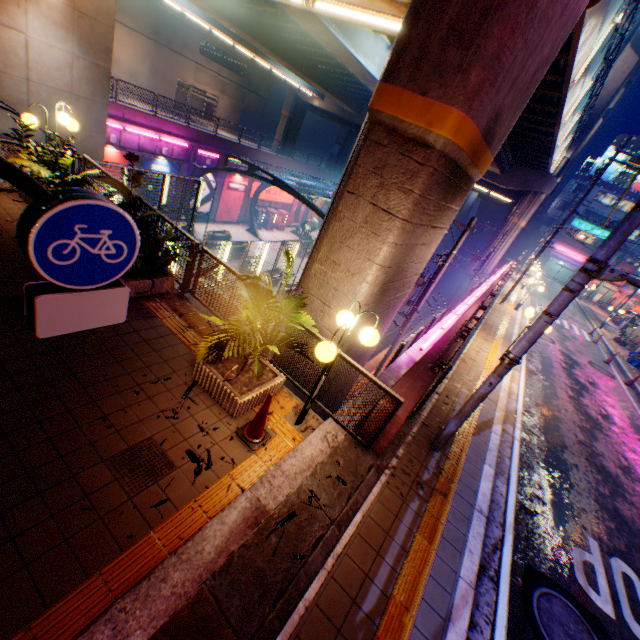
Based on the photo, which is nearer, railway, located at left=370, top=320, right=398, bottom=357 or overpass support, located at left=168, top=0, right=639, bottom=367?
overpass support, located at left=168, top=0, right=639, bottom=367

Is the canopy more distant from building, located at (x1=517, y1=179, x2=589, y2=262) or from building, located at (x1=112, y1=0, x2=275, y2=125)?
building, located at (x1=112, y1=0, x2=275, y2=125)

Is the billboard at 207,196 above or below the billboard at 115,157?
below

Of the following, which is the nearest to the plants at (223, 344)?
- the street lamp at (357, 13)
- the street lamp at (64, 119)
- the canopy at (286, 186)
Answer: the street lamp at (357, 13)

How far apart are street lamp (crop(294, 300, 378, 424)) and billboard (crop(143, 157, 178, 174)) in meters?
23.5 m

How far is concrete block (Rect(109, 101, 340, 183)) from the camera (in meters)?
19.77

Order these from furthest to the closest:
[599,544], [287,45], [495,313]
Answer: [287,45] → [495,313] → [599,544]

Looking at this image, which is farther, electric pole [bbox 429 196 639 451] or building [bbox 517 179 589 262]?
building [bbox 517 179 589 262]
